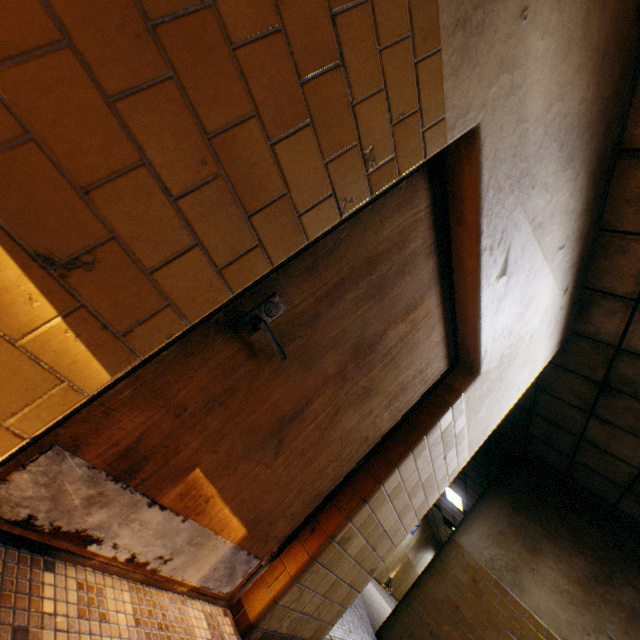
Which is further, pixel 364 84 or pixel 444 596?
pixel 444 596
